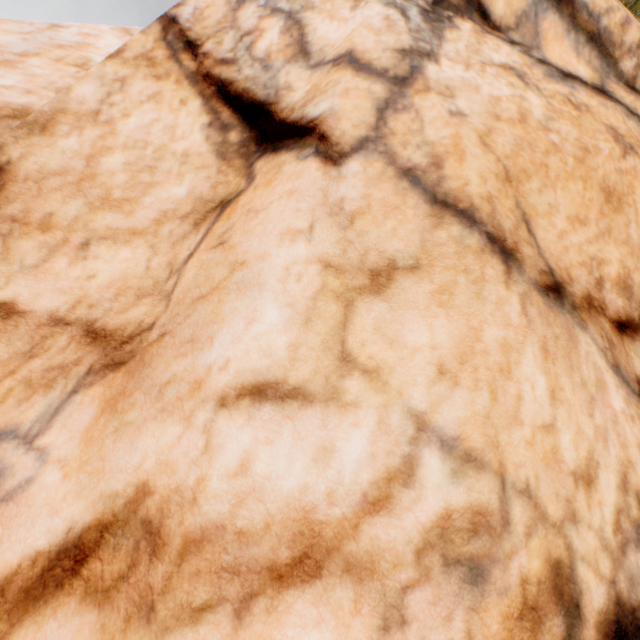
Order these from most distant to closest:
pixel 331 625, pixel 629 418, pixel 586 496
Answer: pixel 629 418 < pixel 586 496 < pixel 331 625
